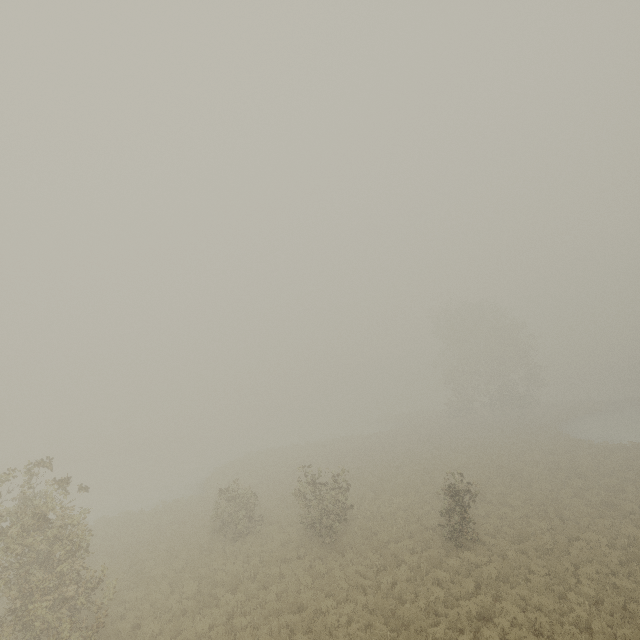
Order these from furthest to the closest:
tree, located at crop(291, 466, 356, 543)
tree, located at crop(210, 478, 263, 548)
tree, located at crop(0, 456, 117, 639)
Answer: tree, located at crop(210, 478, 263, 548)
tree, located at crop(291, 466, 356, 543)
tree, located at crop(0, 456, 117, 639)

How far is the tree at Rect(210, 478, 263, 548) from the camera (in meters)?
18.52

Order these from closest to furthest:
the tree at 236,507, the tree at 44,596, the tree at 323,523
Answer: the tree at 44,596 < the tree at 323,523 < the tree at 236,507

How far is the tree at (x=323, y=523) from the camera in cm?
1673

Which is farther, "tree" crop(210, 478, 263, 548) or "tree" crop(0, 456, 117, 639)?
"tree" crop(210, 478, 263, 548)

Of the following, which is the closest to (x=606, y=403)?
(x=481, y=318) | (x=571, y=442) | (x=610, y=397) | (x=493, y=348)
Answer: (x=610, y=397)
